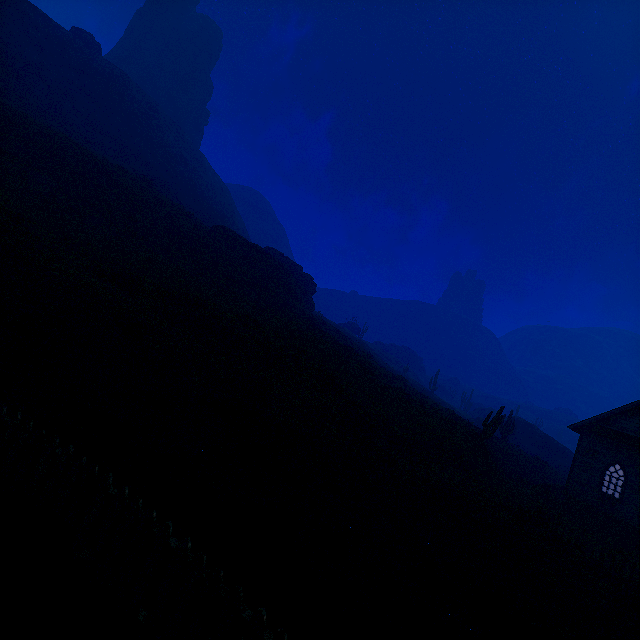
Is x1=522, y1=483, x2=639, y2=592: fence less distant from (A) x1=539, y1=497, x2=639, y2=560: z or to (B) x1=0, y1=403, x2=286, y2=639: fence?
(A) x1=539, y1=497, x2=639, y2=560: z

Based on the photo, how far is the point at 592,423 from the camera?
20.3 meters

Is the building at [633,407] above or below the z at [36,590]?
above

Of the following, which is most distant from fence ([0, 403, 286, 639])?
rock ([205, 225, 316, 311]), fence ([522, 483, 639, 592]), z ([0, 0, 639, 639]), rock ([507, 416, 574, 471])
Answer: rock ([507, 416, 574, 471])

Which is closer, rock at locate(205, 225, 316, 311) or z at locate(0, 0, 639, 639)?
z at locate(0, 0, 639, 639)

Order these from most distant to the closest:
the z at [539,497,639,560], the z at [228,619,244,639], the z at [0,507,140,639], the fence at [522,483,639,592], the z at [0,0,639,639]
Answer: the z at [539,497,639,560], the fence at [522,483,639,592], the z at [0,0,639,639], the z at [228,619,244,639], the z at [0,507,140,639]

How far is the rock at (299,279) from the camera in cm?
3538

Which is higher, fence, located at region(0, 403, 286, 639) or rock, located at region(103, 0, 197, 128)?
rock, located at region(103, 0, 197, 128)
